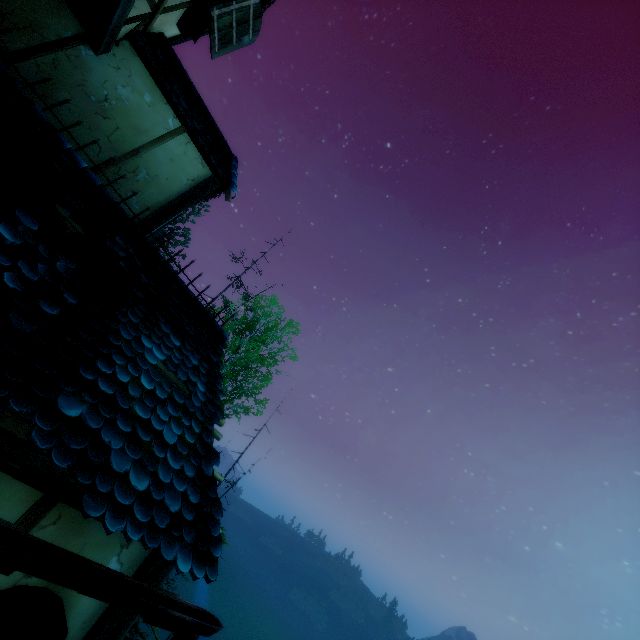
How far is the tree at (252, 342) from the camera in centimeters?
1788cm

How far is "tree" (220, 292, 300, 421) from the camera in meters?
17.9

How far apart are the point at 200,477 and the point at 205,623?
1.1m

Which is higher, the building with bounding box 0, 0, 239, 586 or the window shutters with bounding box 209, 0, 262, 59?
the window shutters with bounding box 209, 0, 262, 59

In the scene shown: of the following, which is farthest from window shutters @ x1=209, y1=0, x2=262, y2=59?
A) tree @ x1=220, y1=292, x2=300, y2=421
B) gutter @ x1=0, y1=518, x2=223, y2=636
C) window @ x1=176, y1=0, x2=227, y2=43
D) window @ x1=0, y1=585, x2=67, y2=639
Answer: tree @ x1=220, y1=292, x2=300, y2=421

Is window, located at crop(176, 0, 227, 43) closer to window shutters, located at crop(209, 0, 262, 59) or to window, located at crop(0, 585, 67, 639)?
window shutters, located at crop(209, 0, 262, 59)

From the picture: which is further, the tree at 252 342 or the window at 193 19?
the tree at 252 342

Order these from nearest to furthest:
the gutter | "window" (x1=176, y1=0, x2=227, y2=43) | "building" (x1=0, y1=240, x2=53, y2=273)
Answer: the gutter < "building" (x1=0, y1=240, x2=53, y2=273) < "window" (x1=176, y1=0, x2=227, y2=43)
